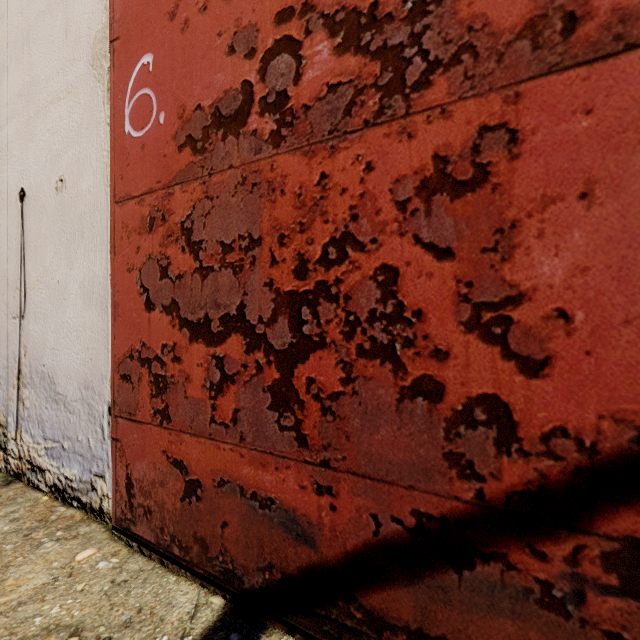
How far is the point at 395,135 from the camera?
0.8 meters
